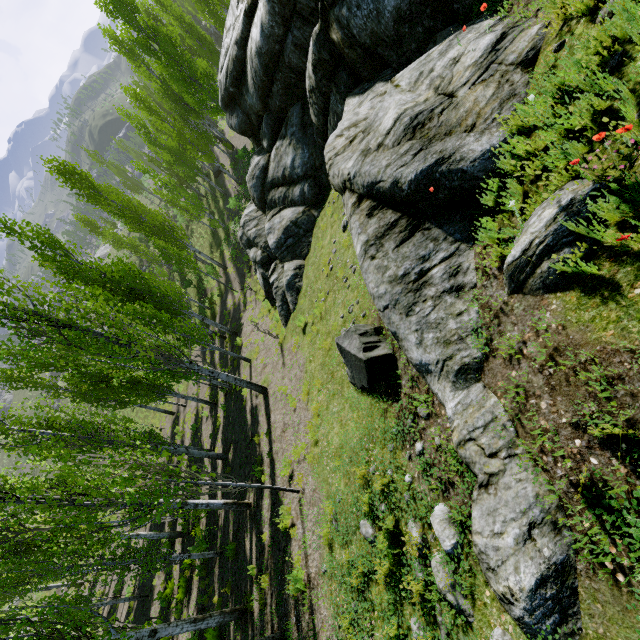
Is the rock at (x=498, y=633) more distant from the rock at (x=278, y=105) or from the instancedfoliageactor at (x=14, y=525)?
the instancedfoliageactor at (x=14, y=525)

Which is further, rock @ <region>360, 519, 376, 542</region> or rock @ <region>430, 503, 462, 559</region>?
rock @ <region>360, 519, 376, 542</region>

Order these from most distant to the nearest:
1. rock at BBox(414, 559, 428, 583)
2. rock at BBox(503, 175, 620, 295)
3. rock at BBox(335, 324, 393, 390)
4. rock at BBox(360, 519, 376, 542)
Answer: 1. rock at BBox(335, 324, 393, 390)
2. rock at BBox(360, 519, 376, 542)
3. rock at BBox(414, 559, 428, 583)
4. rock at BBox(503, 175, 620, 295)

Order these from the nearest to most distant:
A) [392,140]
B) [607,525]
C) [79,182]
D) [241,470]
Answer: [607,525]
[392,140]
[241,470]
[79,182]

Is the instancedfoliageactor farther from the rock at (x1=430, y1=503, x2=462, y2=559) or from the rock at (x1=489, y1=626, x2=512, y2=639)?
the rock at (x1=489, y1=626, x2=512, y2=639)

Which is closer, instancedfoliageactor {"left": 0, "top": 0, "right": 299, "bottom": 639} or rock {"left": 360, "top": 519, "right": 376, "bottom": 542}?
rock {"left": 360, "top": 519, "right": 376, "bottom": 542}

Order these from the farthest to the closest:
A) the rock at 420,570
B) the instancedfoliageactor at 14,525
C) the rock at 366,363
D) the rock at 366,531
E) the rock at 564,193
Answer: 1. the instancedfoliageactor at 14,525
2. the rock at 366,363
3. the rock at 366,531
4. the rock at 420,570
5. the rock at 564,193
